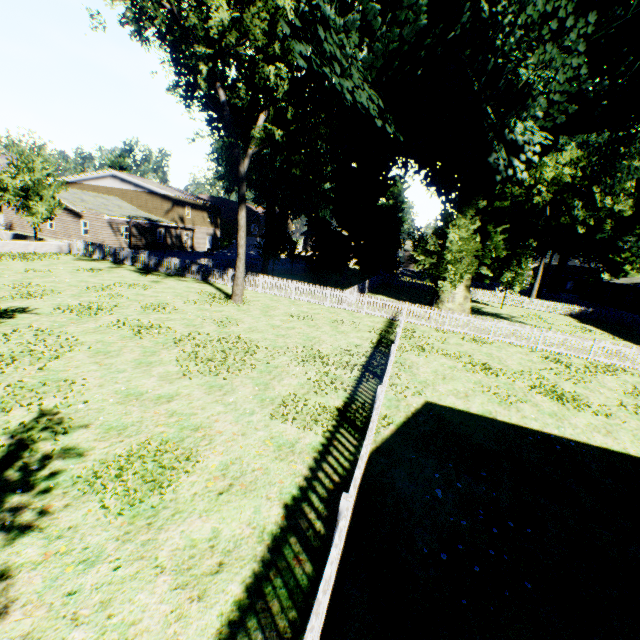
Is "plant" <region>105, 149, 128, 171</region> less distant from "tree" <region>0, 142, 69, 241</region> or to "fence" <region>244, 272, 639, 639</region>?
"fence" <region>244, 272, 639, 639</region>

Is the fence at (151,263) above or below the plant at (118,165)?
below

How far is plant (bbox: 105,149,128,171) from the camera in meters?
57.8 m

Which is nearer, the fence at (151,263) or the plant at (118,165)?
the fence at (151,263)

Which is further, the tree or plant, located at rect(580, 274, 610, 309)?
plant, located at rect(580, 274, 610, 309)

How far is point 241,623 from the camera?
3.6 meters

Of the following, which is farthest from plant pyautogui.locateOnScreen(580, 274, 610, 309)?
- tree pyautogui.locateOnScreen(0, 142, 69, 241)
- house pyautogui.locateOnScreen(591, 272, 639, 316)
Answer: tree pyautogui.locateOnScreen(0, 142, 69, 241)
